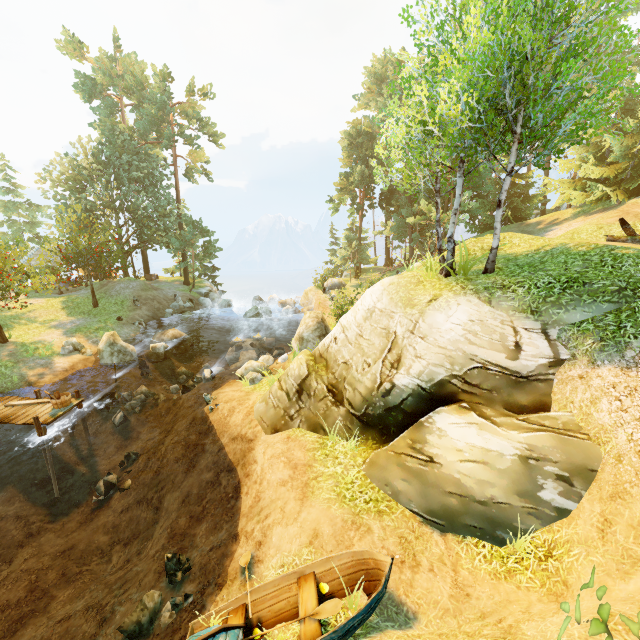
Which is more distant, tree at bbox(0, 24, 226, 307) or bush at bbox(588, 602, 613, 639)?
tree at bbox(0, 24, 226, 307)

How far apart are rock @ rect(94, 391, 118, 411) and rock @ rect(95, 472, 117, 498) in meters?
3.7 m

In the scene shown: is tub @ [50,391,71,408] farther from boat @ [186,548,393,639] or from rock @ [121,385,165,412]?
boat @ [186,548,393,639]

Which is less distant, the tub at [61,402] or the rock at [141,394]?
the tub at [61,402]

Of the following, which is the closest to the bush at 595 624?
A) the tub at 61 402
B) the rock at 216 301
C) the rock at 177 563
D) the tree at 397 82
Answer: the rock at 177 563

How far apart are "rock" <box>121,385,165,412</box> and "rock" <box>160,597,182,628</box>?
10.6 meters

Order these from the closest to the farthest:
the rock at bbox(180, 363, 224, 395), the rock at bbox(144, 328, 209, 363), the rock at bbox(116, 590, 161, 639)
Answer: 1. the rock at bbox(116, 590, 161, 639)
2. the rock at bbox(180, 363, 224, 395)
3. the rock at bbox(144, 328, 209, 363)

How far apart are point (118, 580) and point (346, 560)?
6.61m
